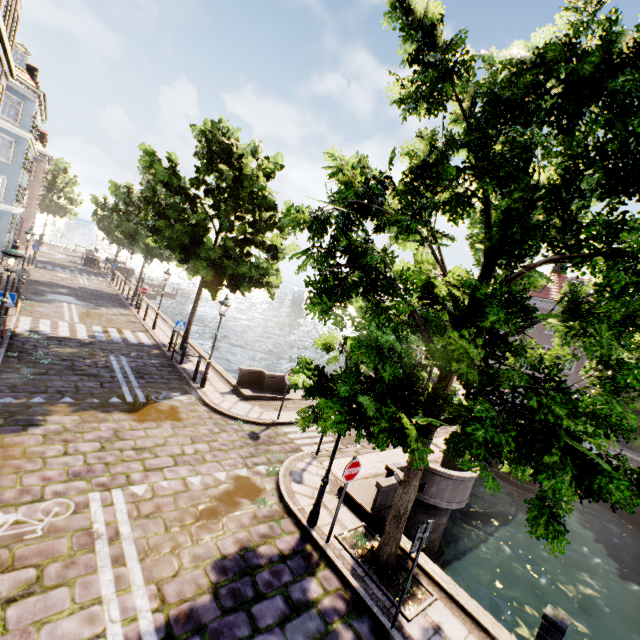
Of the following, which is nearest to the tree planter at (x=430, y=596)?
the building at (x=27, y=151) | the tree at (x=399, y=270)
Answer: the tree at (x=399, y=270)

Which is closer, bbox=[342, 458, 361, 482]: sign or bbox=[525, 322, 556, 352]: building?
bbox=[342, 458, 361, 482]: sign

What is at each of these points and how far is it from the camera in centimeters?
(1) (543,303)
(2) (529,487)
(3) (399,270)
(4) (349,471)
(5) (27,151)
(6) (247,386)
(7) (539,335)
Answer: (1) building, 3180cm
(2) bridge, 1833cm
(3) tree, 693cm
(4) sign, 659cm
(5) building, 2750cm
(6) bridge, 1398cm
(7) building, 3161cm

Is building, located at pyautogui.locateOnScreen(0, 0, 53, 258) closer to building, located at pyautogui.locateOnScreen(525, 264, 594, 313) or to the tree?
the tree

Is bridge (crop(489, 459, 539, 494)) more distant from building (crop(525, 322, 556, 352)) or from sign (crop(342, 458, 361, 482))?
building (crop(525, 322, 556, 352))

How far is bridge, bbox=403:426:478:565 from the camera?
9.7 meters

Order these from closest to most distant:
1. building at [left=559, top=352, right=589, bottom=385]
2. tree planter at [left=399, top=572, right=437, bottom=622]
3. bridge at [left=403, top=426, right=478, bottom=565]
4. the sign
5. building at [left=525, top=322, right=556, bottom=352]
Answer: tree planter at [left=399, top=572, right=437, bottom=622] → the sign → bridge at [left=403, top=426, right=478, bottom=565] → building at [left=559, top=352, right=589, bottom=385] → building at [left=525, top=322, right=556, bottom=352]

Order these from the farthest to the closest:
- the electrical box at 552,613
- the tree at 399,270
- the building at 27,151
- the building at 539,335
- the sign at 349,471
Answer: the building at 539,335, the building at 27,151, the sign at 349,471, the electrical box at 552,613, the tree at 399,270
